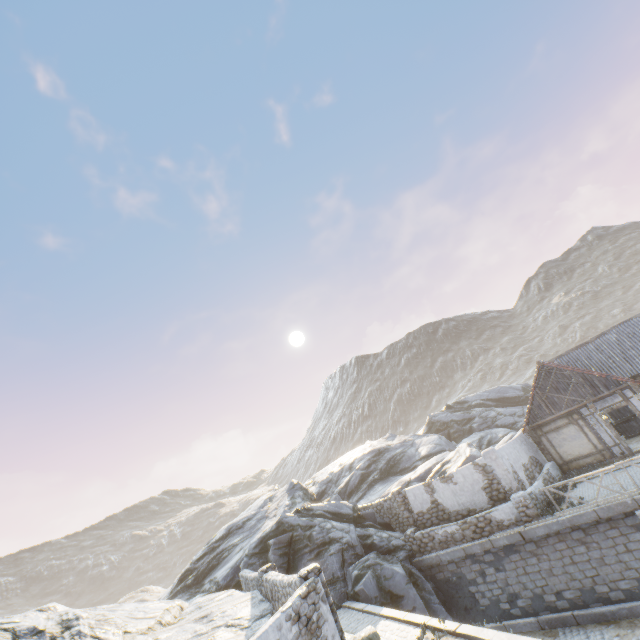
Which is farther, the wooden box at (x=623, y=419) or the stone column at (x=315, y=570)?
the wooden box at (x=623, y=419)

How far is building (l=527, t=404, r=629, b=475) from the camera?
17.2m

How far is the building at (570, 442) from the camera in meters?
17.2 m

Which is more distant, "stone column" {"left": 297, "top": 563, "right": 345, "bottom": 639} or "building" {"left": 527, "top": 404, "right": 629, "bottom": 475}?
"building" {"left": 527, "top": 404, "right": 629, "bottom": 475}

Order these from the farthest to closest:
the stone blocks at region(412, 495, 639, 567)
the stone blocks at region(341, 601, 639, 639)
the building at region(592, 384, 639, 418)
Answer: the building at region(592, 384, 639, 418) → the stone blocks at region(412, 495, 639, 567) → the stone blocks at region(341, 601, 639, 639)

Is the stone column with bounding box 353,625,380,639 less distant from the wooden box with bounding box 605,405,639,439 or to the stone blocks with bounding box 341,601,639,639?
the stone blocks with bounding box 341,601,639,639

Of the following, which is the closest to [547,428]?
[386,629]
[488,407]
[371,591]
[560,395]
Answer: [560,395]
